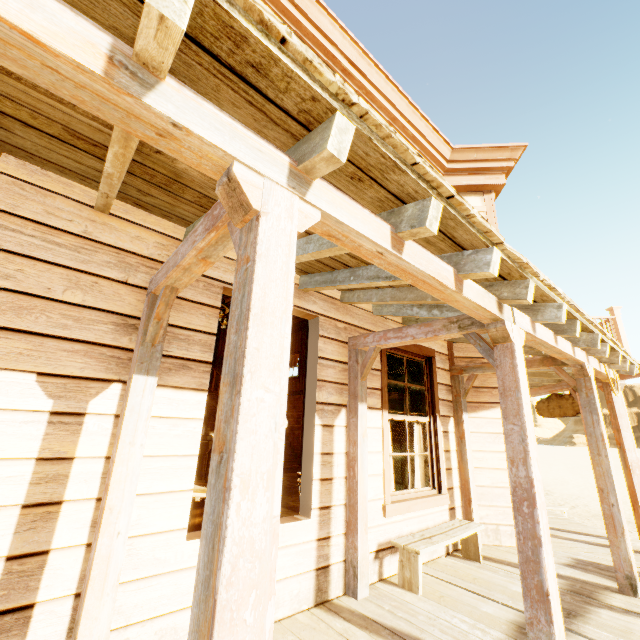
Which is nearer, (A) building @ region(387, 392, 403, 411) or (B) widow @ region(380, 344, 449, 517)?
(B) widow @ region(380, 344, 449, 517)

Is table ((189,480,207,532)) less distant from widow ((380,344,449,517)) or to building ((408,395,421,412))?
building ((408,395,421,412))

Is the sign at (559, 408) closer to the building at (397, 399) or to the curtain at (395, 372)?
the building at (397, 399)

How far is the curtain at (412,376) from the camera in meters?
5.3 m

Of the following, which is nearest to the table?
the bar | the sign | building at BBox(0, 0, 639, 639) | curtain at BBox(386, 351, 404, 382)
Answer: building at BBox(0, 0, 639, 639)

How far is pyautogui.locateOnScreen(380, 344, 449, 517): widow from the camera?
4.2 meters

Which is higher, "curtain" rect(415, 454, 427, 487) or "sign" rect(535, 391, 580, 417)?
"sign" rect(535, 391, 580, 417)

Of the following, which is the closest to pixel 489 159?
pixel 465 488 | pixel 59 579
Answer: pixel 465 488
